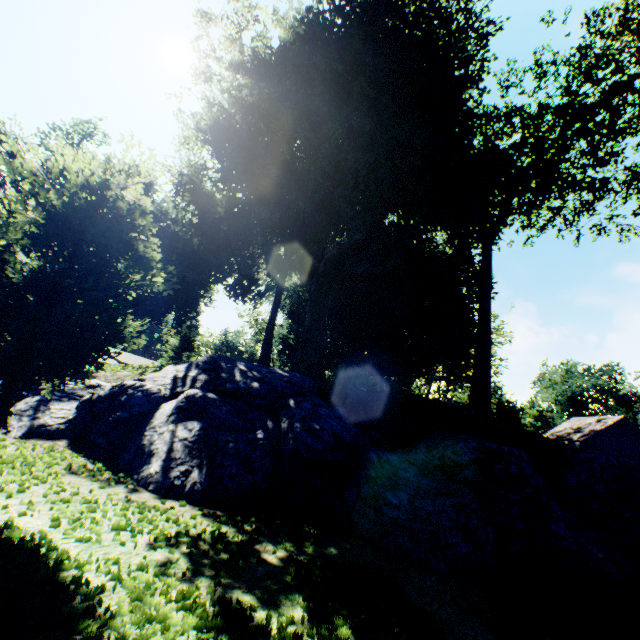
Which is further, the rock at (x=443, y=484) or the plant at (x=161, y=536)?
the rock at (x=443, y=484)

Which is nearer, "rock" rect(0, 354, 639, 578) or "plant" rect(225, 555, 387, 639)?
"plant" rect(225, 555, 387, 639)

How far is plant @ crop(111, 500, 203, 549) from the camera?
3.93m

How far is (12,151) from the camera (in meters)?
32.00

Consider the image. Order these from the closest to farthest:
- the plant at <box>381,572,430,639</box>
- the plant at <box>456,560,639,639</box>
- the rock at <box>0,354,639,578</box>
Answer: the plant at <box>381,572,430,639</box>, the plant at <box>456,560,639,639</box>, the rock at <box>0,354,639,578</box>

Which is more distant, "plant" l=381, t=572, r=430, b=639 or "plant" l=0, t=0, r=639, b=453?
"plant" l=0, t=0, r=639, b=453

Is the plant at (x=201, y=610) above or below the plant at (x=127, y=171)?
below
